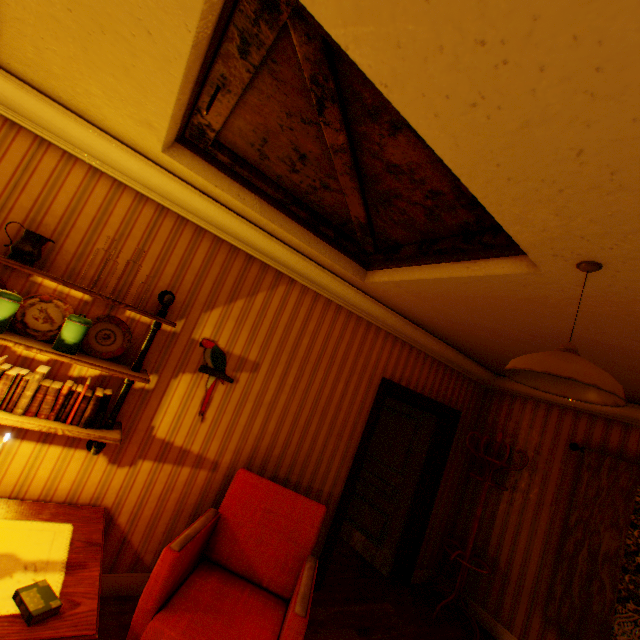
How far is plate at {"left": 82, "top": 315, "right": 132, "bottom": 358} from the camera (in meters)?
2.30

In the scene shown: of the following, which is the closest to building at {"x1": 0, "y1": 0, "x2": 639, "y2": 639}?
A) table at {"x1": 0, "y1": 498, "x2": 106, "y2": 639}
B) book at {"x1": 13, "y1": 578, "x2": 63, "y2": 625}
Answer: table at {"x1": 0, "y1": 498, "x2": 106, "y2": 639}

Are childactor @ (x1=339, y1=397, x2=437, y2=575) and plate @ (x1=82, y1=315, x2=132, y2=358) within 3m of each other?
no

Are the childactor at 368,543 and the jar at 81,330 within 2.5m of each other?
no

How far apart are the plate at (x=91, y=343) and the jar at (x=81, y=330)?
0.15m

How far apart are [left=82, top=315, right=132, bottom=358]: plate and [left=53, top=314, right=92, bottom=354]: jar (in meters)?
0.15

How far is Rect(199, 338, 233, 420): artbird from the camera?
2.8 meters

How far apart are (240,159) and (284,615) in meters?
3.3
